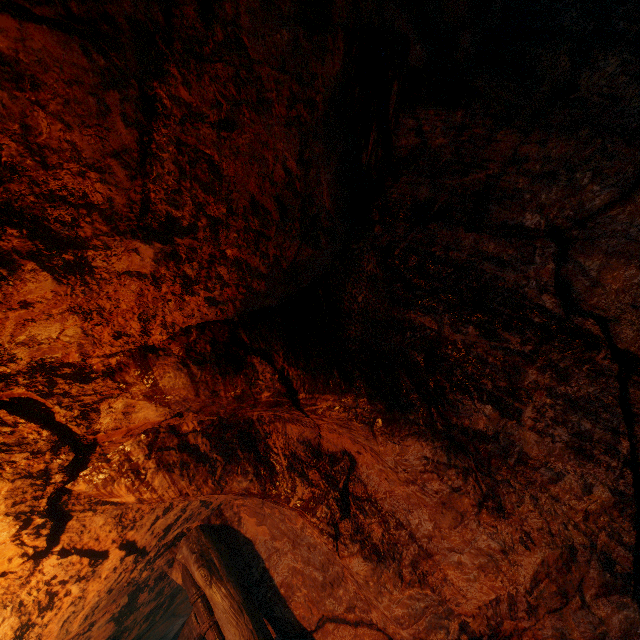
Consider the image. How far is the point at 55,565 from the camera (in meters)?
2.35
